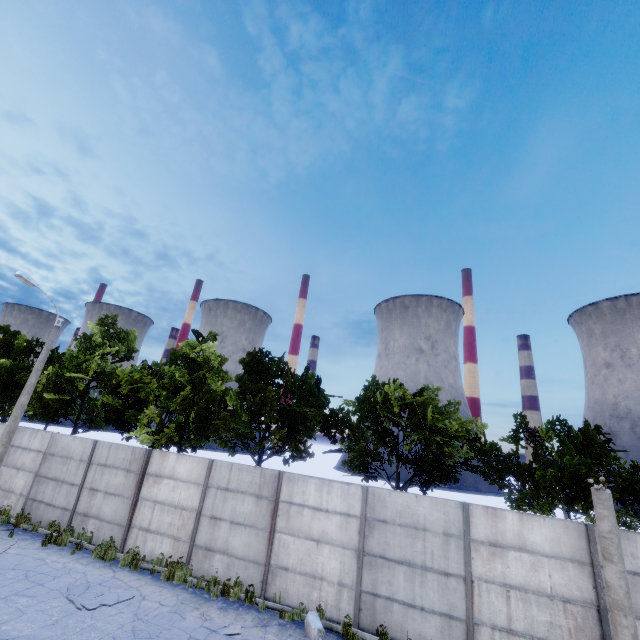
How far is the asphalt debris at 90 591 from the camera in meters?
8.6

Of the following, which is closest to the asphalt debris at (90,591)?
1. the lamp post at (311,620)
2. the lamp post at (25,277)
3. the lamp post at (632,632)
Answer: the lamp post at (311,620)

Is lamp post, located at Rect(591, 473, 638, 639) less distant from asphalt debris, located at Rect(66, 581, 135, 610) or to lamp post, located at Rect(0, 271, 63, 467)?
asphalt debris, located at Rect(66, 581, 135, 610)

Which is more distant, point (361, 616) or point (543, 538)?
point (361, 616)

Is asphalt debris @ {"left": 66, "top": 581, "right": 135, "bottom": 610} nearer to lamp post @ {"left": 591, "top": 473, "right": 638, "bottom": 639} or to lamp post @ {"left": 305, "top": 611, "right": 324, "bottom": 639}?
lamp post @ {"left": 305, "top": 611, "right": 324, "bottom": 639}

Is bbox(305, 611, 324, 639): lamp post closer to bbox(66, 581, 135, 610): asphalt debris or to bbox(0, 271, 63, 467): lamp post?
bbox(66, 581, 135, 610): asphalt debris

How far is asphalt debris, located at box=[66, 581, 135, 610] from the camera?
8.6 meters

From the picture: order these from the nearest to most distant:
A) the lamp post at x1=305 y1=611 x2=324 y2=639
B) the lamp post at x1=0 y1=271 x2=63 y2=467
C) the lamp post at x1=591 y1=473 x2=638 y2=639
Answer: the lamp post at x1=591 y1=473 x2=638 y2=639 < the lamp post at x1=305 y1=611 x2=324 y2=639 < the lamp post at x1=0 y1=271 x2=63 y2=467
